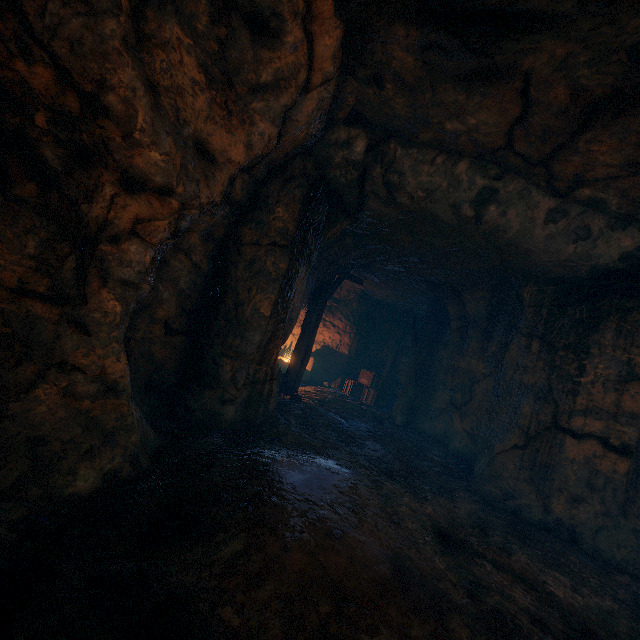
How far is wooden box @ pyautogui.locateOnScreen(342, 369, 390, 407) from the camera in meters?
12.9

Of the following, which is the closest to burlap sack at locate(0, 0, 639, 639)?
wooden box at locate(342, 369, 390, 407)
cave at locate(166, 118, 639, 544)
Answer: cave at locate(166, 118, 639, 544)

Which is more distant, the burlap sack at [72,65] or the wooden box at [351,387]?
the wooden box at [351,387]

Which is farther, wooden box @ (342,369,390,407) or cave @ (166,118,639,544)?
wooden box @ (342,369,390,407)

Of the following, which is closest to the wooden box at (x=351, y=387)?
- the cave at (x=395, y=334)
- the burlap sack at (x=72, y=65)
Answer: the cave at (x=395, y=334)

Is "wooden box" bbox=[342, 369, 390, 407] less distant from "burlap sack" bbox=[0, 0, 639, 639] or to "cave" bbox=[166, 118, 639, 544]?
"cave" bbox=[166, 118, 639, 544]

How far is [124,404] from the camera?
3.0 meters

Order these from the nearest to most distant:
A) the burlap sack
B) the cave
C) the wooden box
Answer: the burlap sack → the cave → the wooden box
